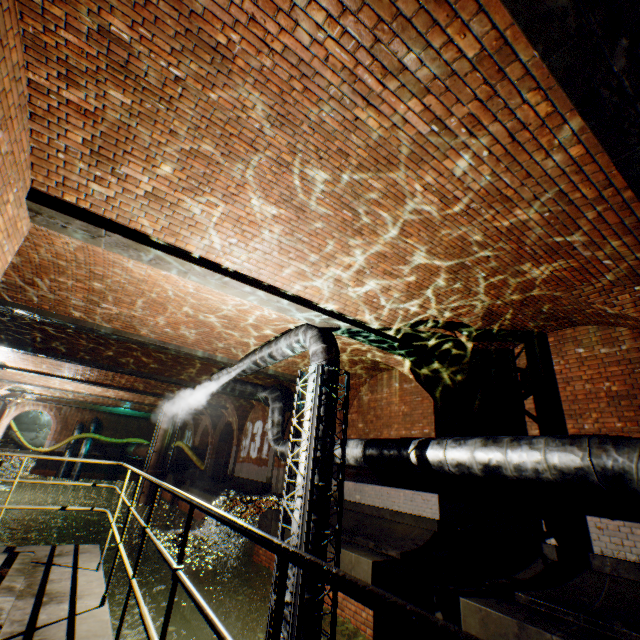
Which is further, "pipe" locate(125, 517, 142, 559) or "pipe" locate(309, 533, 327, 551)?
"pipe" locate(125, 517, 142, 559)

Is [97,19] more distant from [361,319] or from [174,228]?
[361,319]

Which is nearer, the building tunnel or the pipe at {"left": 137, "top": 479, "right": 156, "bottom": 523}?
the pipe at {"left": 137, "top": 479, "right": 156, "bottom": 523}

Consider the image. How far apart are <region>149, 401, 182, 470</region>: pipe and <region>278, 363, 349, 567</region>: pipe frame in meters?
16.6 m

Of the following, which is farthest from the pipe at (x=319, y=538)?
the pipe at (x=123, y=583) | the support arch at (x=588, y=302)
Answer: the pipe at (x=123, y=583)

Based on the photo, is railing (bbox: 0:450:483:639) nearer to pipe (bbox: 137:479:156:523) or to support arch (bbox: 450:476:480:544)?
support arch (bbox: 450:476:480:544)

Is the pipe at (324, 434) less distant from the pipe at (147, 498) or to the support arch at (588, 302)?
the support arch at (588, 302)

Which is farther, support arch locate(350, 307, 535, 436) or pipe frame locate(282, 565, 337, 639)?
support arch locate(350, 307, 535, 436)
